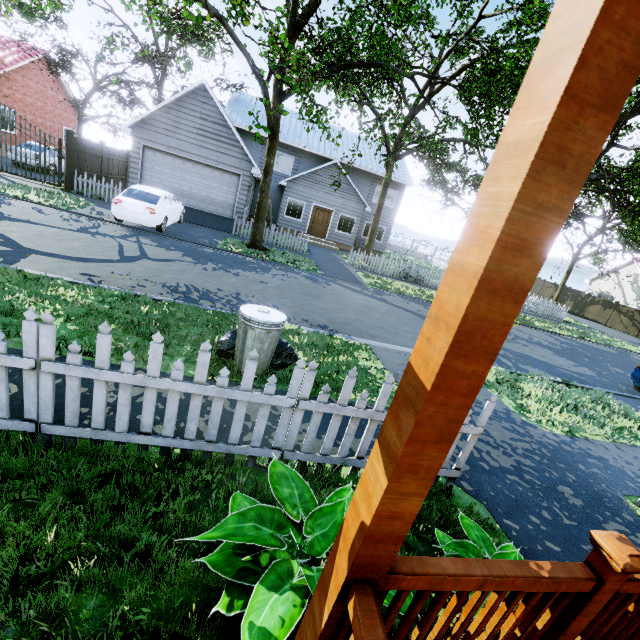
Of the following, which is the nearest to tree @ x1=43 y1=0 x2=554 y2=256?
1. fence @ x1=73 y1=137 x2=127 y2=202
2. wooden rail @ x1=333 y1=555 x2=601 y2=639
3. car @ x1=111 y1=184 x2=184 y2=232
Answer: fence @ x1=73 y1=137 x2=127 y2=202

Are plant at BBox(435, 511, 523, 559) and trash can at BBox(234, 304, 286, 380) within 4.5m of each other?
yes

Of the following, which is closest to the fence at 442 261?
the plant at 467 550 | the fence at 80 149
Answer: the fence at 80 149

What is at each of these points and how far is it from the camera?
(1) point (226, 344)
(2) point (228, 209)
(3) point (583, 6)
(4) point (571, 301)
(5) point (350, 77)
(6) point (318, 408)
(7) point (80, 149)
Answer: (1) trash bag, 4.7 meters
(2) garage door, 18.2 meters
(3) wooden, 0.6 meters
(4) fence, 34.1 meters
(5) tree, 12.7 meters
(6) fence, 2.9 meters
(7) fence, 15.2 meters

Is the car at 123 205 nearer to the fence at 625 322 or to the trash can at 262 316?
the fence at 625 322

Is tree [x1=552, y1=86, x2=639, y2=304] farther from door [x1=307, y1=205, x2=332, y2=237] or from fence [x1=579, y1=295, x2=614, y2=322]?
door [x1=307, y1=205, x2=332, y2=237]

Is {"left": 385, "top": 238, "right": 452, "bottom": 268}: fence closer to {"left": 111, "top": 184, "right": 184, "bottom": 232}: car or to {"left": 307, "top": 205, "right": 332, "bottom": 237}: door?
{"left": 307, "top": 205, "right": 332, "bottom": 237}: door

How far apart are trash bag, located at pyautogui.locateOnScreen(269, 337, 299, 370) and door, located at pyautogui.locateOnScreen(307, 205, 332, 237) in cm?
1984
